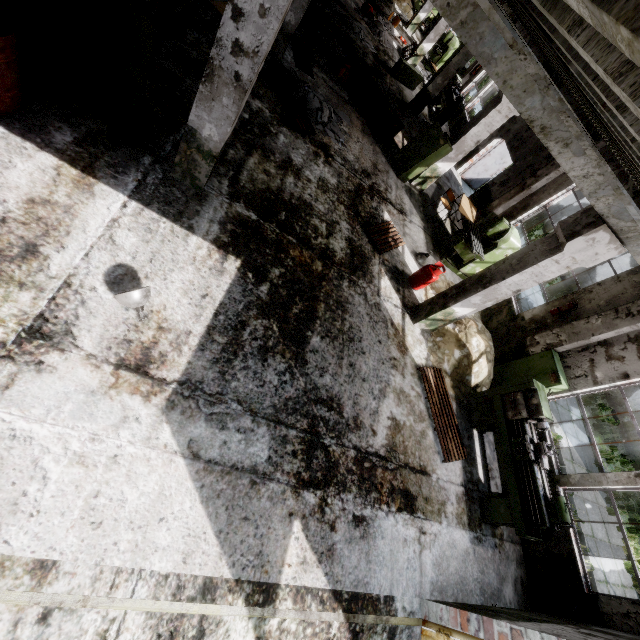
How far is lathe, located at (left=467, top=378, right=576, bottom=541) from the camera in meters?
5.9 m

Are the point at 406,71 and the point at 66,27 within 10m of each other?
no

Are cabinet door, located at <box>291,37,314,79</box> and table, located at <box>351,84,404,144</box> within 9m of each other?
yes

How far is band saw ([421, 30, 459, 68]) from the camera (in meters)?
19.09

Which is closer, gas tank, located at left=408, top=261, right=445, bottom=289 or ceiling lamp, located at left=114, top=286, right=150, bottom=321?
ceiling lamp, located at left=114, top=286, right=150, bottom=321

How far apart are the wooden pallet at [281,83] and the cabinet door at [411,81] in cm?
891

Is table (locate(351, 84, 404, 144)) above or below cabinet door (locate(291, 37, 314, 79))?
above

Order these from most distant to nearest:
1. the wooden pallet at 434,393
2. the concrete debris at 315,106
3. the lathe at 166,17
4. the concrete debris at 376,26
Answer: the concrete debris at 376,26, the concrete debris at 315,106, the wooden pallet at 434,393, the lathe at 166,17
